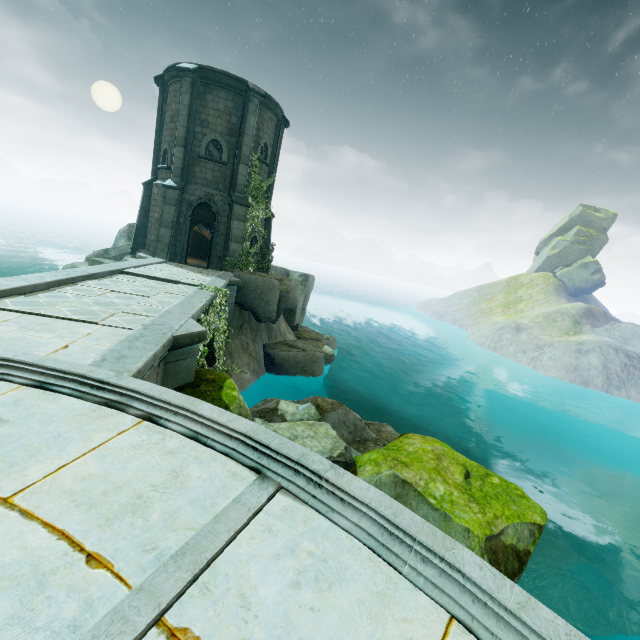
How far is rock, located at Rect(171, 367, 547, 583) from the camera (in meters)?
5.96

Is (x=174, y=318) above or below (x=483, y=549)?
above

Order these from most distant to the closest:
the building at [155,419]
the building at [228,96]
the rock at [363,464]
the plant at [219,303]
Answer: the building at [228,96]
the plant at [219,303]
the rock at [363,464]
the building at [155,419]

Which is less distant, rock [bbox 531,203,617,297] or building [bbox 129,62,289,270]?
building [bbox 129,62,289,270]

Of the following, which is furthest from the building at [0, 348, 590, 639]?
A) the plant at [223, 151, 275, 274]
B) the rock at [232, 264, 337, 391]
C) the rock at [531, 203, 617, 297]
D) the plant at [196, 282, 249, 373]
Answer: the rock at [531, 203, 617, 297]

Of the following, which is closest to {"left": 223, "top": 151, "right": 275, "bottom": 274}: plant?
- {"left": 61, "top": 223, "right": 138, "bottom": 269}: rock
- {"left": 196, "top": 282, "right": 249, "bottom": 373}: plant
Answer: {"left": 61, "top": 223, "right": 138, "bottom": 269}: rock

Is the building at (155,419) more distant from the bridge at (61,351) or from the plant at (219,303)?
the plant at (219,303)

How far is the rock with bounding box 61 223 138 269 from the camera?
15.5 meters
